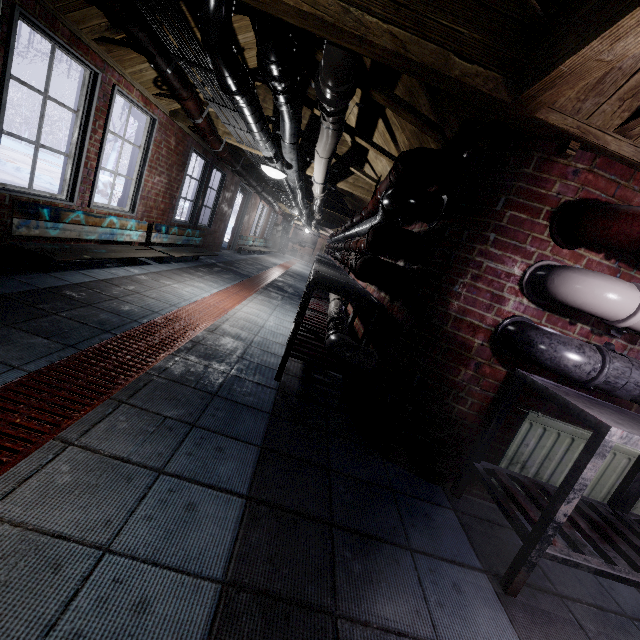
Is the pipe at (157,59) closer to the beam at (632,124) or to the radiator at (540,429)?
the beam at (632,124)

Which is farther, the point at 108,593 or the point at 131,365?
the point at 131,365

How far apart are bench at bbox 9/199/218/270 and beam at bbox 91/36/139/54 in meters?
1.5 m

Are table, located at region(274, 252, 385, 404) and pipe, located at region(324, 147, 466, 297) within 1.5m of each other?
yes

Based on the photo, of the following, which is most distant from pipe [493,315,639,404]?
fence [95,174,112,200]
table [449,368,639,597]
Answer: fence [95,174,112,200]

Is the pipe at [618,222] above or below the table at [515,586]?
above

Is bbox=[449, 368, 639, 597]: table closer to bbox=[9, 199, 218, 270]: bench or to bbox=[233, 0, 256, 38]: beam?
bbox=[233, 0, 256, 38]: beam

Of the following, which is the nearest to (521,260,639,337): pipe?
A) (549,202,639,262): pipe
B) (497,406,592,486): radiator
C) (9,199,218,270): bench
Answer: (549,202,639,262): pipe
